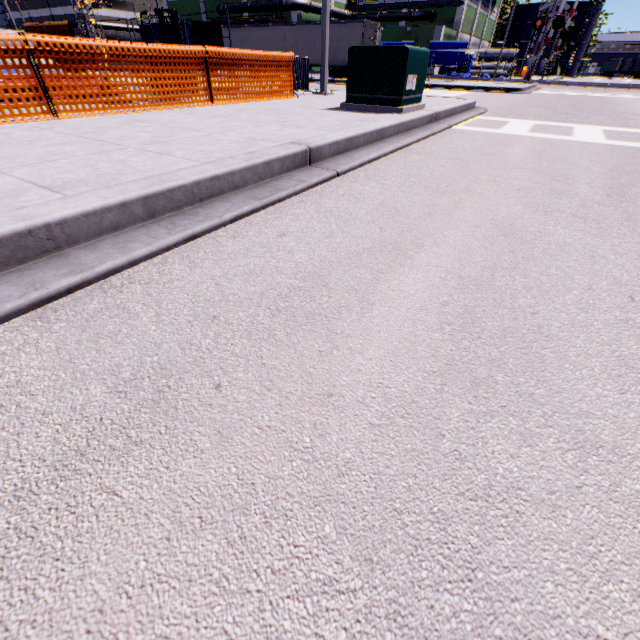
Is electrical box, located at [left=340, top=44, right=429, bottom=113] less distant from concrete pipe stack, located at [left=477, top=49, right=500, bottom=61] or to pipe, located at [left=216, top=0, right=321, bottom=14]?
pipe, located at [left=216, top=0, right=321, bottom=14]

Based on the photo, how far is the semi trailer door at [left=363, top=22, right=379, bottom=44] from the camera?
24.0 meters

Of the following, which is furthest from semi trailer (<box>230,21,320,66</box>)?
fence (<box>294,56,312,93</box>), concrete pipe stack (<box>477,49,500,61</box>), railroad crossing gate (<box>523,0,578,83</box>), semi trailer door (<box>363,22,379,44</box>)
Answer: concrete pipe stack (<box>477,49,500,61</box>)

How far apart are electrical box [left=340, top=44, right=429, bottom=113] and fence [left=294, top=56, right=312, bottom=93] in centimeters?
248cm

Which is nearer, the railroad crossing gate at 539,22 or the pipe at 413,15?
the railroad crossing gate at 539,22

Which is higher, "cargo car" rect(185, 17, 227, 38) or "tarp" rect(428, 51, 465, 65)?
"cargo car" rect(185, 17, 227, 38)

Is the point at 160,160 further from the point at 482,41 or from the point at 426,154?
the point at 482,41

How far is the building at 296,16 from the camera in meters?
40.0
